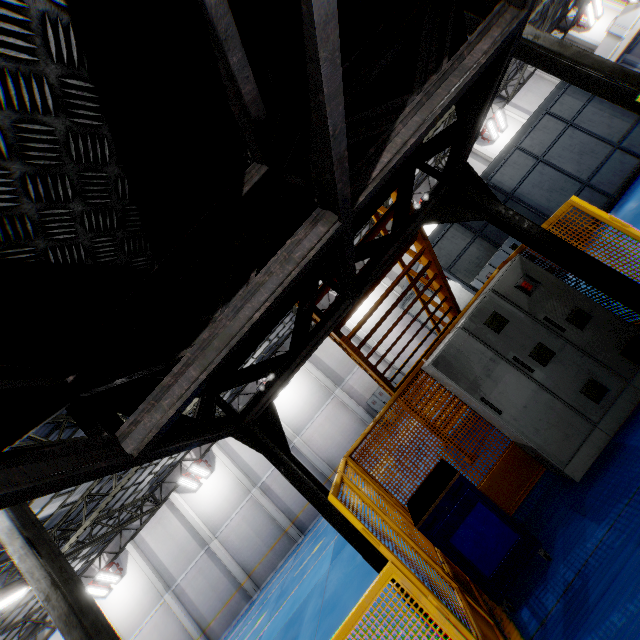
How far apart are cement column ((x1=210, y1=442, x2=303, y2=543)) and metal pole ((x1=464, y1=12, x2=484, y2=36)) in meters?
22.4 m

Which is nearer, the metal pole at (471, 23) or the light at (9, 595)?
the metal pole at (471, 23)

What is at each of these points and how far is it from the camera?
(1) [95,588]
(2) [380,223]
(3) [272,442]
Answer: (1) light, 19.67m
(2) metal stair, 4.61m
(3) metal pole, 3.61m

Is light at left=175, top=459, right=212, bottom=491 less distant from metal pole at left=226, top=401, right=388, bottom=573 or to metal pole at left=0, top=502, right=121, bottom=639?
metal pole at left=0, top=502, right=121, bottom=639

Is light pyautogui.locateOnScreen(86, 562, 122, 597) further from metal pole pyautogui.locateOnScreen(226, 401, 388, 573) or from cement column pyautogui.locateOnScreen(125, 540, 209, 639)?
metal pole pyautogui.locateOnScreen(226, 401, 388, 573)

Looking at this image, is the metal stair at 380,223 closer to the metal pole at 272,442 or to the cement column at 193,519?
the metal pole at 272,442

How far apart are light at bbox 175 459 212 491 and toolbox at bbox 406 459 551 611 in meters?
19.5

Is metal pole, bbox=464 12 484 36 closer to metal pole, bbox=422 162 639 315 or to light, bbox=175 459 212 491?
metal pole, bbox=422 162 639 315
